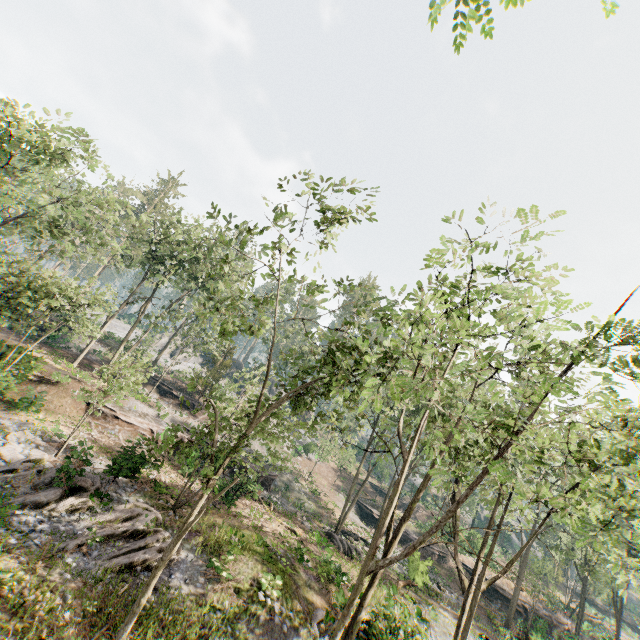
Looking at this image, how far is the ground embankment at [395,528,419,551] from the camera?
36.7m

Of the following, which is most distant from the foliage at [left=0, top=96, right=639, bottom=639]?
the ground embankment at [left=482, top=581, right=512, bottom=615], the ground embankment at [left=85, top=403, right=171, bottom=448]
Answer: the ground embankment at [left=85, top=403, right=171, bottom=448]

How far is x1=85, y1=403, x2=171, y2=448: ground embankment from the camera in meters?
23.4 m

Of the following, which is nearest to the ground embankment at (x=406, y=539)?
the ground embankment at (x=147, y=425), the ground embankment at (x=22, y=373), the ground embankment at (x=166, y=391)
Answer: the ground embankment at (x=147, y=425)

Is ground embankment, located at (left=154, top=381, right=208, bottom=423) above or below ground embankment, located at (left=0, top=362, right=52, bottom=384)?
above

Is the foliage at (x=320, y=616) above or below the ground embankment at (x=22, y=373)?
below

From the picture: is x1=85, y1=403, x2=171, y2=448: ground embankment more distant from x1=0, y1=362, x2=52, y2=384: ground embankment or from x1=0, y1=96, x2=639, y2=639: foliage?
x1=0, y1=362, x2=52, y2=384: ground embankment

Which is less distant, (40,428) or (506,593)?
(40,428)
